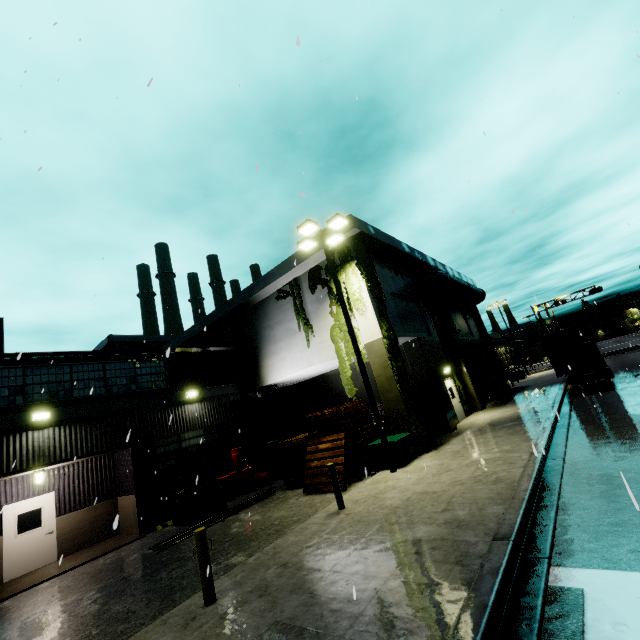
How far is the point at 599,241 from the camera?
9.9m

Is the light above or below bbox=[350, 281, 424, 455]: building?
above

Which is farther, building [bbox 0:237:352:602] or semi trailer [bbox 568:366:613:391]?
semi trailer [bbox 568:366:613:391]

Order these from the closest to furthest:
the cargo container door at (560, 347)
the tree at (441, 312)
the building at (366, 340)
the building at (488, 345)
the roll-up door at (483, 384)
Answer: the building at (366, 340), the building at (488, 345), the cargo container door at (560, 347), the tree at (441, 312), the roll-up door at (483, 384)

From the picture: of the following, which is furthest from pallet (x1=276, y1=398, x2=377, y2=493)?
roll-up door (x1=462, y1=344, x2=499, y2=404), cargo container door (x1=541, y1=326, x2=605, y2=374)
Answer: roll-up door (x1=462, y1=344, x2=499, y2=404)

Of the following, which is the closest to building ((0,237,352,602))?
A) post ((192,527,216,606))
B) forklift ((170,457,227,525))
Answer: forklift ((170,457,227,525))

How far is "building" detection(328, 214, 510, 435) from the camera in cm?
1608

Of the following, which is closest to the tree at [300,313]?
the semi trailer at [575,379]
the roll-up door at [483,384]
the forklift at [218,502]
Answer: the forklift at [218,502]
